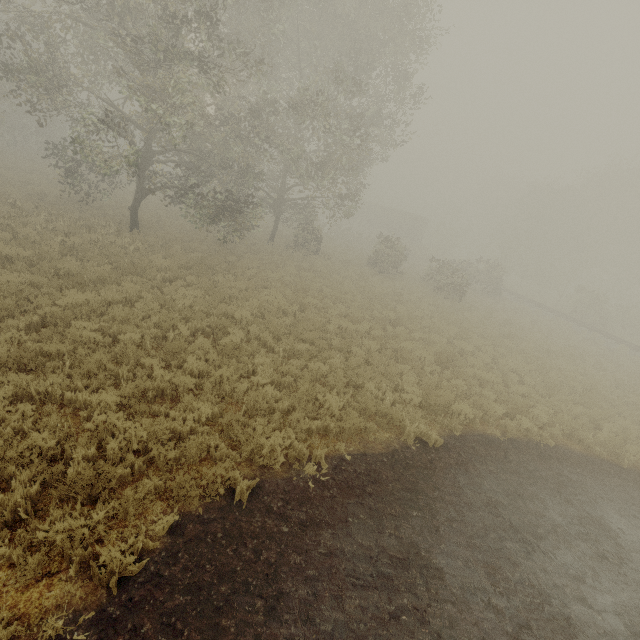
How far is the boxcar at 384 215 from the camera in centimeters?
4916cm

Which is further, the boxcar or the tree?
the boxcar

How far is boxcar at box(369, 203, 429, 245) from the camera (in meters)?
49.16

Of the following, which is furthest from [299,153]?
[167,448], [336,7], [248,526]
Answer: [248,526]

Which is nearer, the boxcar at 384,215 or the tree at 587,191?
the tree at 587,191
